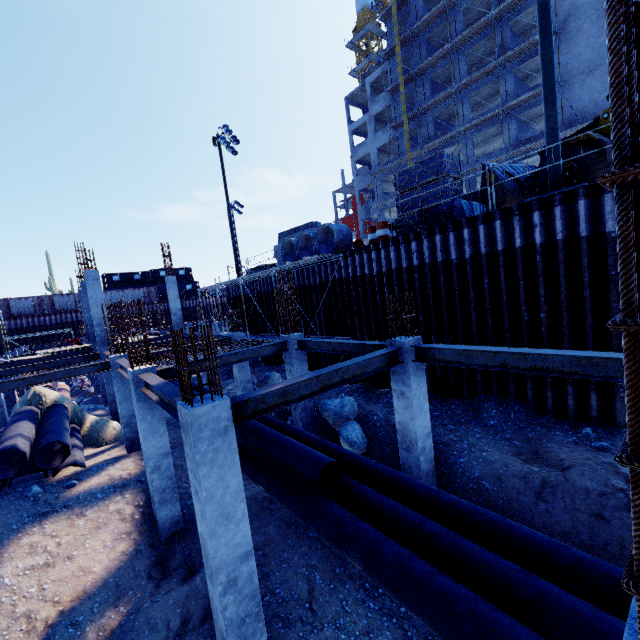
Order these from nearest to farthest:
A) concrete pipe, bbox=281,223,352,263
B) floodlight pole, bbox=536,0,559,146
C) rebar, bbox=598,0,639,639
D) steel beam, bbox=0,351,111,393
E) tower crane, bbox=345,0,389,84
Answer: rebar, bbox=598,0,639,639
floodlight pole, bbox=536,0,559,146
steel beam, bbox=0,351,111,393
concrete pipe, bbox=281,223,352,263
tower crane, bbox=345,0,389,84

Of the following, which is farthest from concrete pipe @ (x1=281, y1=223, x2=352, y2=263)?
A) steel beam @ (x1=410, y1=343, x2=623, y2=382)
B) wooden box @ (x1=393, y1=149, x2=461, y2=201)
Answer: steel beam @ (x1=410, y1=343, x2=623, y2=382)

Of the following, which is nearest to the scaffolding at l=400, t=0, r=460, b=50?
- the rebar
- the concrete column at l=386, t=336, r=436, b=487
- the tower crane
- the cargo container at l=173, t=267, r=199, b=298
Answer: the tower crane

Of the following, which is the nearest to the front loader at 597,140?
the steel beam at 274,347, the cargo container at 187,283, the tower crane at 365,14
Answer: the steel beam at 274,347

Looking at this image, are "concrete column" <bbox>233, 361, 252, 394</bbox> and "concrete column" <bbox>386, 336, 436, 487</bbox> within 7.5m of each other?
no

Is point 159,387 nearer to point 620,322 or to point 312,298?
point 620,322

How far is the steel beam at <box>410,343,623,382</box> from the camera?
4.98m

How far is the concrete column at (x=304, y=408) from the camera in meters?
11.7
